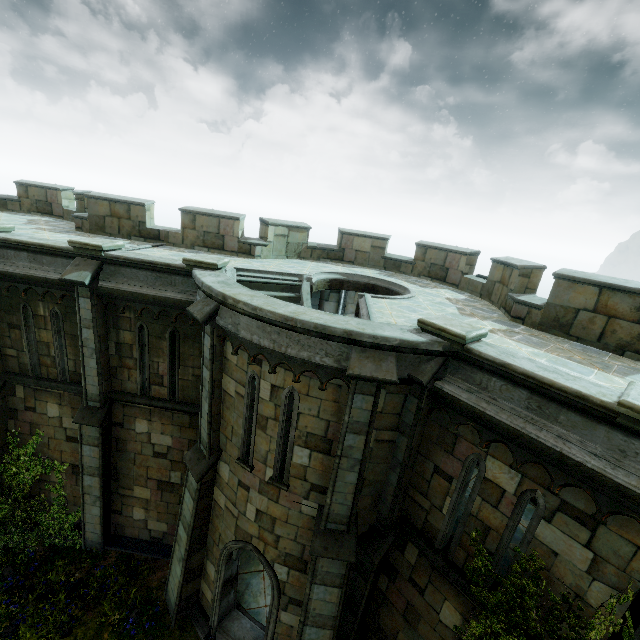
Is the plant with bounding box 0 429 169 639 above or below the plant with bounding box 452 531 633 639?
below

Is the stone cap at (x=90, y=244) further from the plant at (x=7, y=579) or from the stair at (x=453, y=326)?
the stair at (x=453, y=326)

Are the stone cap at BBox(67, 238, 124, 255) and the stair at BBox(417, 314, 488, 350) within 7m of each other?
no

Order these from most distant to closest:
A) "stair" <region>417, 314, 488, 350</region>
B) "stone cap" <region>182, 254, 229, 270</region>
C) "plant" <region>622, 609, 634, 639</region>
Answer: "stone cap" <region>182, 254, 229, 270</region> → "stair" <region>417, 314, 488, 350</region> → "plant" <region>622, 609, 634, 639</region>

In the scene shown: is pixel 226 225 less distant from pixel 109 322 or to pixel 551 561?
pixel 109 322

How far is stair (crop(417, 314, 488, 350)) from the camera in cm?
558

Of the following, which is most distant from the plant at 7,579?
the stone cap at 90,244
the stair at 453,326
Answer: the stair at 453,326

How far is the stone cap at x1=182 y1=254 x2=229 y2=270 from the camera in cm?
852
